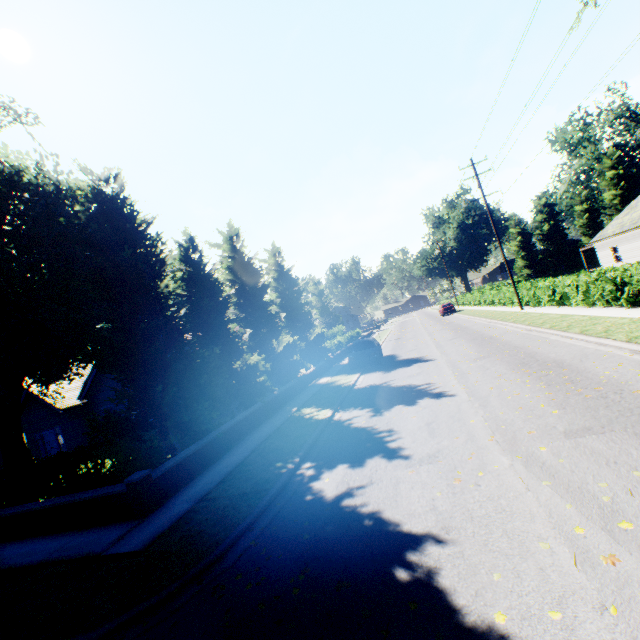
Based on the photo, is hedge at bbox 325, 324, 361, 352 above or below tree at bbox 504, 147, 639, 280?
below

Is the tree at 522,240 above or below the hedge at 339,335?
above

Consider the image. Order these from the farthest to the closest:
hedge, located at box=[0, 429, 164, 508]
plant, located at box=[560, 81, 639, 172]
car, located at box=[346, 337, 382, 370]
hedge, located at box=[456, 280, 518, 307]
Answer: plant, located at box=[560, 81, 639, 172] < hedge, located at box=[456, 280, 518, 307] < car, located at box=[346, 337, 382, 370] < hedge, located at box=[0, 429, 164, 508]

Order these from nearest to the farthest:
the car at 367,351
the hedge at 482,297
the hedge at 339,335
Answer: the car at 367,351 → the hedge at 482,297 → the hedge at 339,335

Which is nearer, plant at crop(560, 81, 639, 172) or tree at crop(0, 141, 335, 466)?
tree at crop(0, 141, 335, 466)

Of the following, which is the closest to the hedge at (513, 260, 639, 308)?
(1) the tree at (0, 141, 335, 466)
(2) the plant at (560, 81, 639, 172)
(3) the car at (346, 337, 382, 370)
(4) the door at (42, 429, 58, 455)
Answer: (1) the tree at (0, 141, 335, 466)

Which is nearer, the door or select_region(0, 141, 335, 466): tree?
select_region(0, 141, 335, 466): tree

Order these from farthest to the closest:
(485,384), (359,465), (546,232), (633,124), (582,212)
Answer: (633,124) < (546,232) < (582,212) < (485,384) < (359,465)
